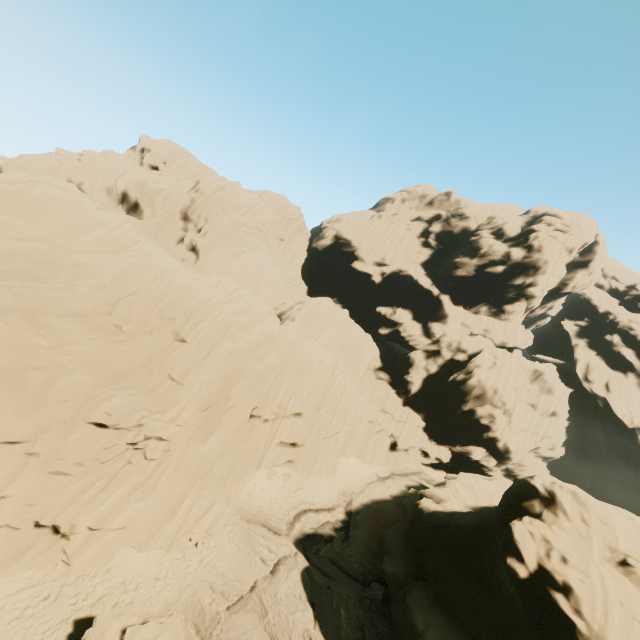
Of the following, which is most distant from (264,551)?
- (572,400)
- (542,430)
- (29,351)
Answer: (572,400)

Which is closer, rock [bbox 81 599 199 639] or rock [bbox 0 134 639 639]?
rock [bbox 81 599 199 639]

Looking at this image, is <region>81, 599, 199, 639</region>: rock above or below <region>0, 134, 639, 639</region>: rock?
below

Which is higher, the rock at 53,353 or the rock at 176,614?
the rock at 53,353

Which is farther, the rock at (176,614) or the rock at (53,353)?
the rock at (53,353)
